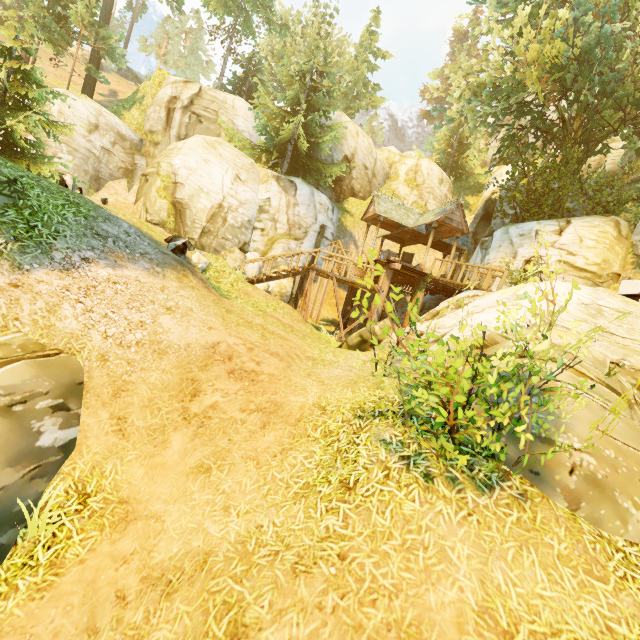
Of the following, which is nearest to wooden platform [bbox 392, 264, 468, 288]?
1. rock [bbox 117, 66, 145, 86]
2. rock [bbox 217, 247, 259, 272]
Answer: rock [bbox 217, 247, 259, 272]

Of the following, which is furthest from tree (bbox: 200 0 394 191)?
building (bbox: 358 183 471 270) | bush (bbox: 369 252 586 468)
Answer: bush (bbox: 369 252 586 468)

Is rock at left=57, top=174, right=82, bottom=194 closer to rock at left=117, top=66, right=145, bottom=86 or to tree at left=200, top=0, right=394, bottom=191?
tree at left=200, top=0, right=394, bottom=191

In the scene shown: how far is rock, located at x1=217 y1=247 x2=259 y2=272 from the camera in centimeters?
1788cm

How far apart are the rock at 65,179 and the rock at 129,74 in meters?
51.2 m

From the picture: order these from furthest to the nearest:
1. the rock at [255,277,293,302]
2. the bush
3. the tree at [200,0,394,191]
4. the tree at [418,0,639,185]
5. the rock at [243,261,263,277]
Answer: the tree at [200,0,394,191], the rock at [243,261,263,277], the rock at [255,277,293,302], the tree at [418,0,639,185], the bush

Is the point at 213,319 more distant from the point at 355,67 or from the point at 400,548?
the point at 355,67

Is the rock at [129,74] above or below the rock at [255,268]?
above
